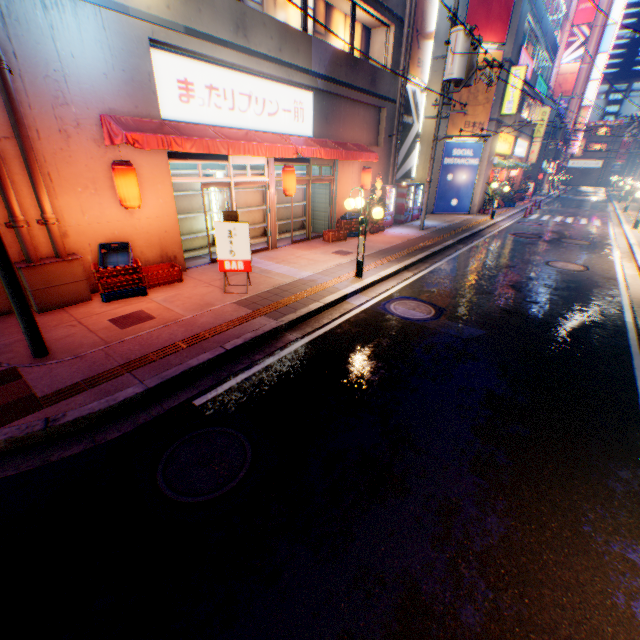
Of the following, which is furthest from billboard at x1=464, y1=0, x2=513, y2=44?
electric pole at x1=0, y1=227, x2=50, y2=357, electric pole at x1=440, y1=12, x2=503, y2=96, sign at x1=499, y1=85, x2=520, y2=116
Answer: electric pole at x1=0, y1=227, x2=50, y2=357

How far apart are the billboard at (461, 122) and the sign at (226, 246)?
18.3m

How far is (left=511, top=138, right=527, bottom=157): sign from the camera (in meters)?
27.24

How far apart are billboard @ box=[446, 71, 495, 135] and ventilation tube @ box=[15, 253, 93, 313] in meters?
21.1 m

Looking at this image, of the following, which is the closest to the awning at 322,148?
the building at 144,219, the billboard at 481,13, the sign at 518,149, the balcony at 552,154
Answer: the building at 144,219

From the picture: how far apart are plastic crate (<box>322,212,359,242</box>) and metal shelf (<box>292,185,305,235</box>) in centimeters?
146cm

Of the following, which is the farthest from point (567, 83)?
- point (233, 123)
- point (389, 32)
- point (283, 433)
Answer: point (283, 433)

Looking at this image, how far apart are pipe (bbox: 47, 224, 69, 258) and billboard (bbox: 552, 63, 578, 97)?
71.4 meters
